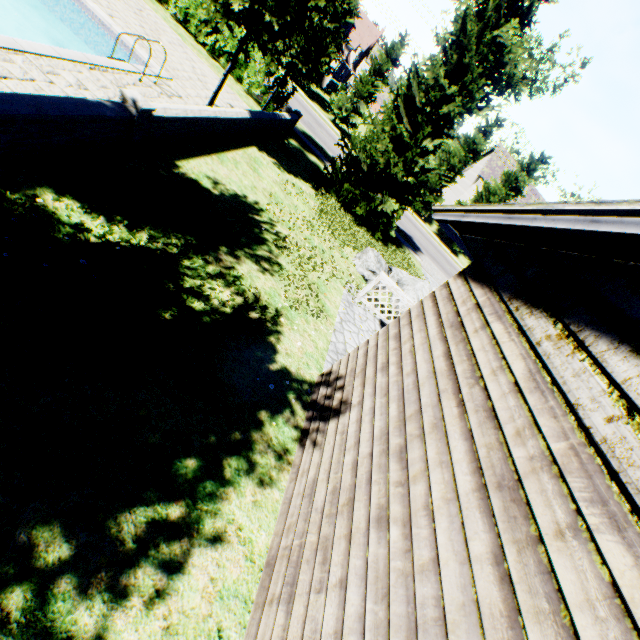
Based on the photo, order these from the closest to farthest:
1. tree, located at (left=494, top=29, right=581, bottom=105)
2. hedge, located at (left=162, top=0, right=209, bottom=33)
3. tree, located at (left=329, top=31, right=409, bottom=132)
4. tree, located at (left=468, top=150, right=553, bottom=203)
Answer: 1. hedge, located at (left=162, top=0, right=209, bottom=33)
2. tree, located at (left=329, top=31, right=409, bottom=132)
3. tree, located at (left=468, top=150, right=553, bottom=203)
4. tree, located at (left=494, top=29, right=581, bottom=105)

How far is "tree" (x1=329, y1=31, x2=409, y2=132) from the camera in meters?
27.7 m

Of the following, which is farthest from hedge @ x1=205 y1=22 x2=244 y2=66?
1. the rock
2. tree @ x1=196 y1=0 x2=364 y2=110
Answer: the rock

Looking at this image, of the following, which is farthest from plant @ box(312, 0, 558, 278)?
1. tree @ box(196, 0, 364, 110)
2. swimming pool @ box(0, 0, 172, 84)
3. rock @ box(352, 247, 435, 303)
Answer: swimming pool @ box(0, 0, 172, 84)

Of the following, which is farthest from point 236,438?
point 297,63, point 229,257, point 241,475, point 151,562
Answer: point 297,63

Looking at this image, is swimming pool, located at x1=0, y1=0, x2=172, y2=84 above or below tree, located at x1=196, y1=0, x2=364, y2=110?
below

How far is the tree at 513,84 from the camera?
36.1m

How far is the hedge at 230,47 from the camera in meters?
14.6
